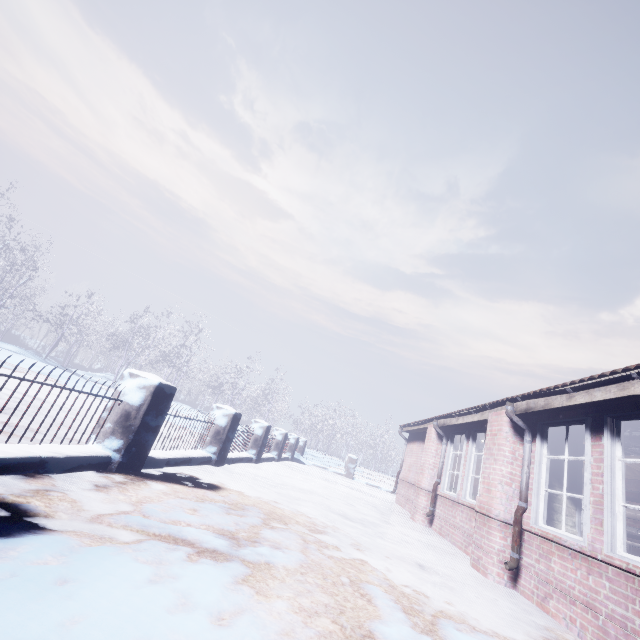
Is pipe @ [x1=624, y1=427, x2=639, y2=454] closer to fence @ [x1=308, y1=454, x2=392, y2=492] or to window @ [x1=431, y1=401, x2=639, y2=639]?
window @ [x1=431, y1=401, x2=639, y2=639]

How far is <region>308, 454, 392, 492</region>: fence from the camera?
13.8 meters

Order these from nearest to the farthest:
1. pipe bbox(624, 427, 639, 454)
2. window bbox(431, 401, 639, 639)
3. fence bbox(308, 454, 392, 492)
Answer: window bbox(431, 401, 639, 639)
pipe bbox(624, 427, 639, 454)
fence bbox(308, 454, 392, 492)

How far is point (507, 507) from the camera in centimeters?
426cm

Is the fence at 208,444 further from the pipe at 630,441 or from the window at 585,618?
the pipe at 630,441

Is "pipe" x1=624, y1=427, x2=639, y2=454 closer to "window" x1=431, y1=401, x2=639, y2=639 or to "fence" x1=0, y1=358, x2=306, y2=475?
"window" x1=431, y1=401, x2=639, y2=639

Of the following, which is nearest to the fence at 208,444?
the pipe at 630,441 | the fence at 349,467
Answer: the fence at 349,467

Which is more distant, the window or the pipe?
the pipe
